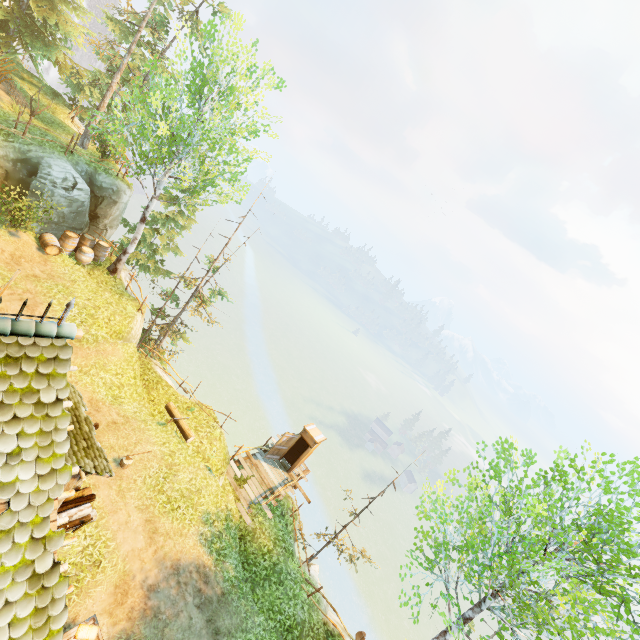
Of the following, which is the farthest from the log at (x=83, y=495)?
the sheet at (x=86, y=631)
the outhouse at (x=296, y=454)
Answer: the outhouse at (x=296, y=454)

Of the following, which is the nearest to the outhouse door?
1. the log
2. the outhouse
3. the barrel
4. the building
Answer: the outhouse

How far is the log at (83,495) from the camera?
8.6m

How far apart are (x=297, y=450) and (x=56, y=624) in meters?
15.7

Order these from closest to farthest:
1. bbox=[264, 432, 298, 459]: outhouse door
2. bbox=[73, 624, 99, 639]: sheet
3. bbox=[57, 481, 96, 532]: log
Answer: bbox=[73, 624, 99, 639]: sheet → bbox=[57, 481, 96, 532]: log → bbox=[264, 432, 298, 459]: outhouse door

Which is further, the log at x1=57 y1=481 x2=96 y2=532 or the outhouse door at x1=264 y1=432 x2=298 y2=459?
the outhouse door at x1=264 y1=432 x2=298 y2=459

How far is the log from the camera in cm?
862

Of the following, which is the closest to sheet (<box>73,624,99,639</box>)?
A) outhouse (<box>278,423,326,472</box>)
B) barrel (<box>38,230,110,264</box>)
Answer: outhouse (<box>278,423,326,472</box>)
